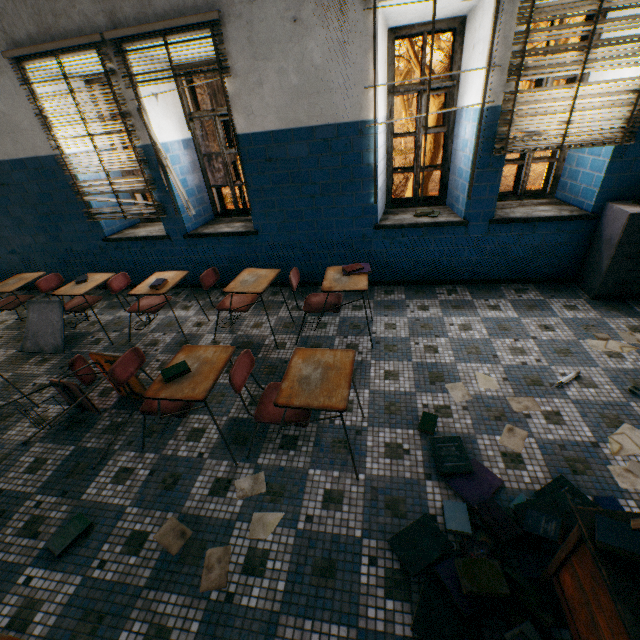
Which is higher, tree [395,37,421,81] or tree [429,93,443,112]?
tree [395,37,421,81]

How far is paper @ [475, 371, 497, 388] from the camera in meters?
2.8 m

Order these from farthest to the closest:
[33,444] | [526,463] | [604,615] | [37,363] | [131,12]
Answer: [37,363] < [131,12] < [33,444] < [526,463] < [604,615]

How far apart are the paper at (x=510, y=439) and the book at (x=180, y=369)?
2.3m

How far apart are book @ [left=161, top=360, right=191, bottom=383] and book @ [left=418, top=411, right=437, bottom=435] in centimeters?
171cm

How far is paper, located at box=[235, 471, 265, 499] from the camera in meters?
2.2

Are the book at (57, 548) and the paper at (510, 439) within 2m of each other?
no

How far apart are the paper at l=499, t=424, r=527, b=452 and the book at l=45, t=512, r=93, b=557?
2.86m
